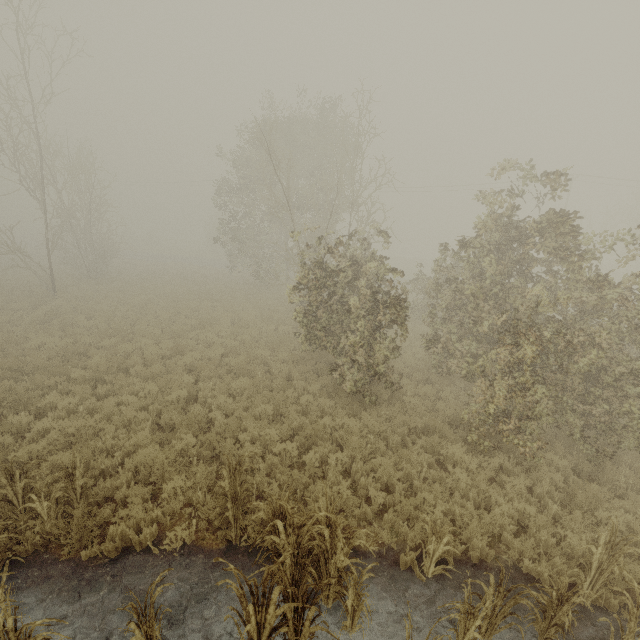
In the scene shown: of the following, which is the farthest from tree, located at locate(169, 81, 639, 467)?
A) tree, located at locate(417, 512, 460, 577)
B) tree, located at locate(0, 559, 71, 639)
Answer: tree, located at locate(0, 559, 71, 639)

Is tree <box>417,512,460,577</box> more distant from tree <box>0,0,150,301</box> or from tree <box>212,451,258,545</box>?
tree <box>0,0,150,301</box>

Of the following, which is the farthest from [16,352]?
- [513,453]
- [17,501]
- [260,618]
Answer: [513,453]

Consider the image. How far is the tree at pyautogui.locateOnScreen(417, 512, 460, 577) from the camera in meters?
4.9

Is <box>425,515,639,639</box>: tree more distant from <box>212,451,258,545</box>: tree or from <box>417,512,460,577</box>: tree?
<box>212,451,258,545</box>: tree

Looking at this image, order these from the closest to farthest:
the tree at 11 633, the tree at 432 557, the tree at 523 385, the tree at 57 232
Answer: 1. the tree at 11 633
2. the tree at 432 557
3. the tree at 523 385
4. the tree at 57 232

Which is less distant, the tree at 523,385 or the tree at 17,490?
the tree at 17,490

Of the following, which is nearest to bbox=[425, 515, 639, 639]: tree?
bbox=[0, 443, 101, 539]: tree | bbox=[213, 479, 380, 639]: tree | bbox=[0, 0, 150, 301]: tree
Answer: bbox=[0, 443, 101, 539]: tree
